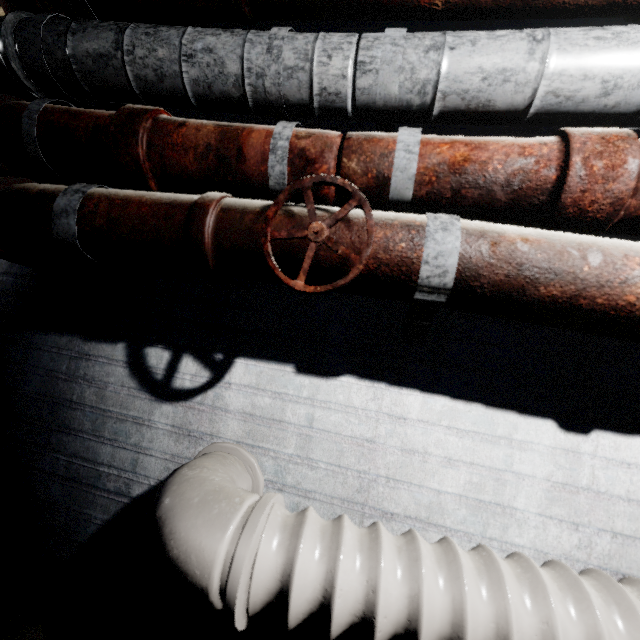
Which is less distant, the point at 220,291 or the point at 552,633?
the point at 552,633

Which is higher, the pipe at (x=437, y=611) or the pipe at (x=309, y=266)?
the pipe at (x=309, y=266)

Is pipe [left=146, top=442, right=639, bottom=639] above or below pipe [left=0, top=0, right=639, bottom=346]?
below
